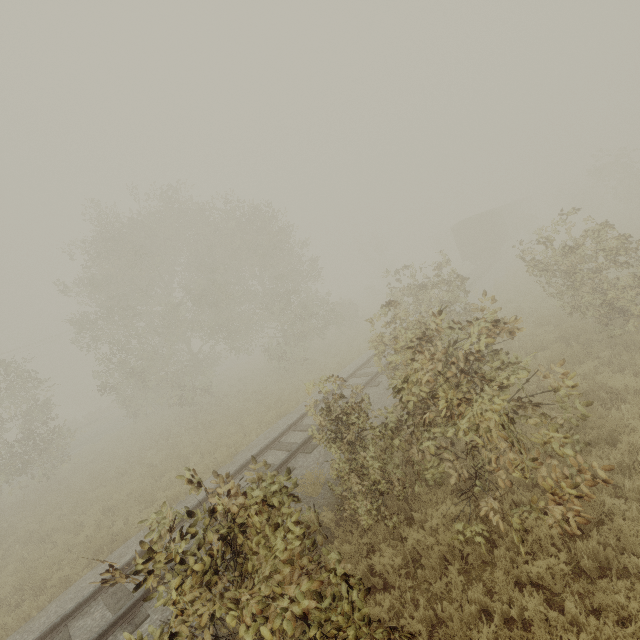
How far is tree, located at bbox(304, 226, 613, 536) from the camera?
4.9 meters

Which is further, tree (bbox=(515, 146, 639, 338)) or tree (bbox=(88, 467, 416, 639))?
tree (bbox=(515, 146, 639, 338))

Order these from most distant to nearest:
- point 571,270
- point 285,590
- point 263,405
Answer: point 263,405, point 571,270, point 285,590

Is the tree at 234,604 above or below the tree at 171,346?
below

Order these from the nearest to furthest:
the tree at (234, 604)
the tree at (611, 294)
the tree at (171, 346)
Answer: the tree at (234, 604), the tree at (611, 294), the tree at (171, 346)

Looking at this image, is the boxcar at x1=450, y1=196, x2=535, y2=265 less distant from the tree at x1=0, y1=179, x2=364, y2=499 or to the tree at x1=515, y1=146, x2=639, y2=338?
the tree at x1=515, y1=146, x2=639, y2=338

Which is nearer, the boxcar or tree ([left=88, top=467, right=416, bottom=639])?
tree ([left=88, top=467, right=416, bottom=639])

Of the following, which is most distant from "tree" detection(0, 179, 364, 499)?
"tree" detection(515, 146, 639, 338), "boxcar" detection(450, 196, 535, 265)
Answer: "boxcar" detection(450, 196, 535, 265)
